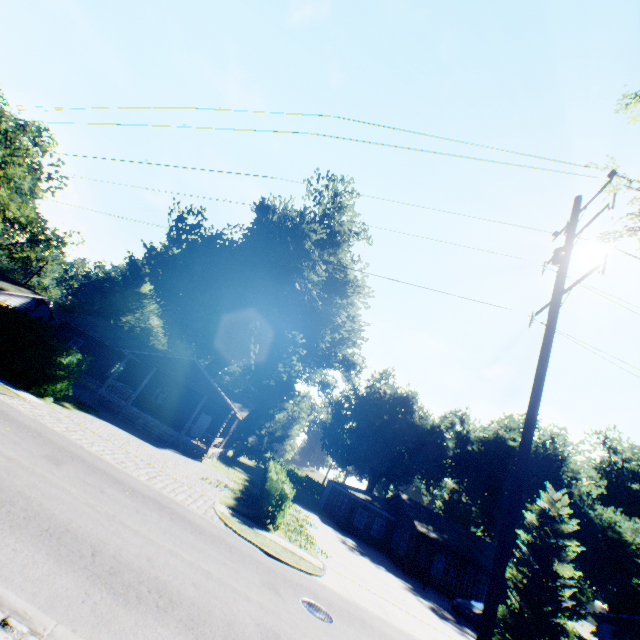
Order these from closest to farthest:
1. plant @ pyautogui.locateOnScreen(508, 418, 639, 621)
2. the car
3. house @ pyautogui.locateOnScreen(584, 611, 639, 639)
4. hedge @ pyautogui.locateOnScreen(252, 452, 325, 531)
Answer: hedge @ pyautogui.locateOnScreen(252, 452, 325, 531) → the car → plant @ pyautogui.locateOnScreen(508, 418, 639, 621) → house @ pyautogui.locateOnScreen(584, 611, 639, 639)

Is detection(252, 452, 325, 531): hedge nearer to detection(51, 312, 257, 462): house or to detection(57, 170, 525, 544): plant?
detection(51, 312, 257, 462): house

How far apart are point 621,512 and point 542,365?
64.7m

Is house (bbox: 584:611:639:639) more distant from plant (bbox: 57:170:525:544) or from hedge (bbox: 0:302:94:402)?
hedge (bbox: 0:302:94:402)

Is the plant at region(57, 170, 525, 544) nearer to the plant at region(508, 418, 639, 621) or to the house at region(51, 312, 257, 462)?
the house at region(51, 312, 257, 462)

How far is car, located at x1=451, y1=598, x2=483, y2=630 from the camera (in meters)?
20.00

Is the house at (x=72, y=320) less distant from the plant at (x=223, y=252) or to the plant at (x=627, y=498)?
the plant at (x=223, y=252)

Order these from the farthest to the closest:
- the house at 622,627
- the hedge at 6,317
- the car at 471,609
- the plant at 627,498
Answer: the house at 622,627 → the plant at 627,498 → the car at 471,609 → the hedge at 6,317
